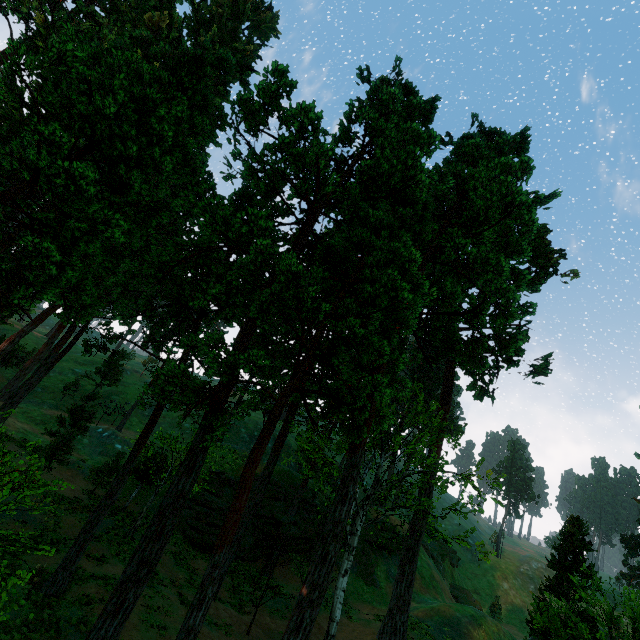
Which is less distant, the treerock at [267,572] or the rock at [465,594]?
the treerock at [267,572]

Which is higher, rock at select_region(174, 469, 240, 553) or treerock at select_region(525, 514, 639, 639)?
treerock at select_region(525, 514, 639, 639)

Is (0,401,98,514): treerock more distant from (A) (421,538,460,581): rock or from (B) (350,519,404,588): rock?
(A) (421,538,460,581): rock

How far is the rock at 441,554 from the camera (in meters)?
45.41

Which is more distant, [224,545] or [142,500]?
[142,500]

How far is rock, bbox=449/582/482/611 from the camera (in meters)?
43.26

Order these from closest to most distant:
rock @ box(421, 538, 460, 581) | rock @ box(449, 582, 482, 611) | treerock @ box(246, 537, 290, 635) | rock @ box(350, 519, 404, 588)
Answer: treerock @ box(246, 537, 290, 635) → rock @ box(350, 519, 404, 588) → rock @ box(449, 582, 482, 611) → rock @ box(421, 538, 460, 581)

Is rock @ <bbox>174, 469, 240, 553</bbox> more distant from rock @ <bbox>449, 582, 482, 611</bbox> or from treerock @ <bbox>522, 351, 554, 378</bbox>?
rock @ <bbox>449, 582, 482, 611</bbox>
